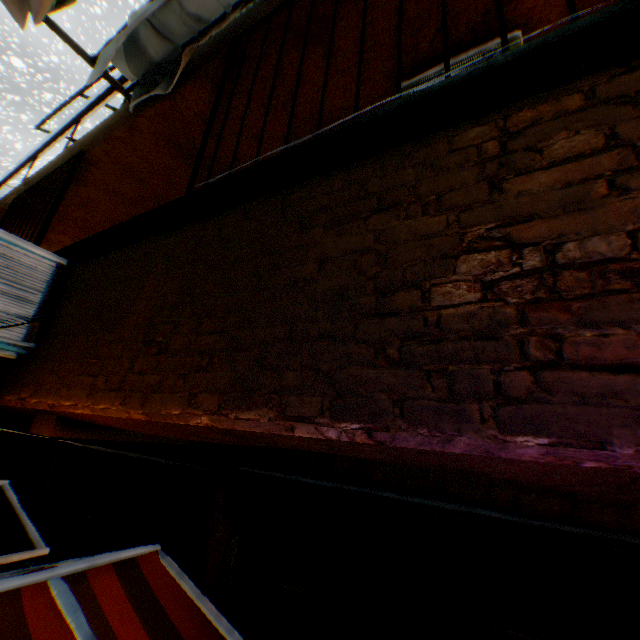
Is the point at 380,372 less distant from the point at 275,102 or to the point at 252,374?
the point at 252,374

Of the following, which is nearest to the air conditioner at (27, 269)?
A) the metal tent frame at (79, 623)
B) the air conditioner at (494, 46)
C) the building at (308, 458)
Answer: the building at (308, 458)

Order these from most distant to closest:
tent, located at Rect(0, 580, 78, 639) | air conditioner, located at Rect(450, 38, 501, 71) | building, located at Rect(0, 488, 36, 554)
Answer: building, located at Rect(0, 488, 36, 554), air conditioner, located at Rect(450, 38, 501, 71), tent, located at Rect(0, 580, 78, 639)

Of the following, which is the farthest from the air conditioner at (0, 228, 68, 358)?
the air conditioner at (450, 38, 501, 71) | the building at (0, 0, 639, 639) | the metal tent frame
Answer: the air conditioner at (450, 38, 501, 71)

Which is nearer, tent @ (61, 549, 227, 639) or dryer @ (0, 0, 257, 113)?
tent @ (61, 549, 227, 639)

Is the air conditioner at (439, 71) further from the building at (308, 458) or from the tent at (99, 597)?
the tent at (99, 597)

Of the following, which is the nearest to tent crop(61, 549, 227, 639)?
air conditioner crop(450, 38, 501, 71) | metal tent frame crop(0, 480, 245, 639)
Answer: metal tent frame crop(0, 480, 245, 639)
